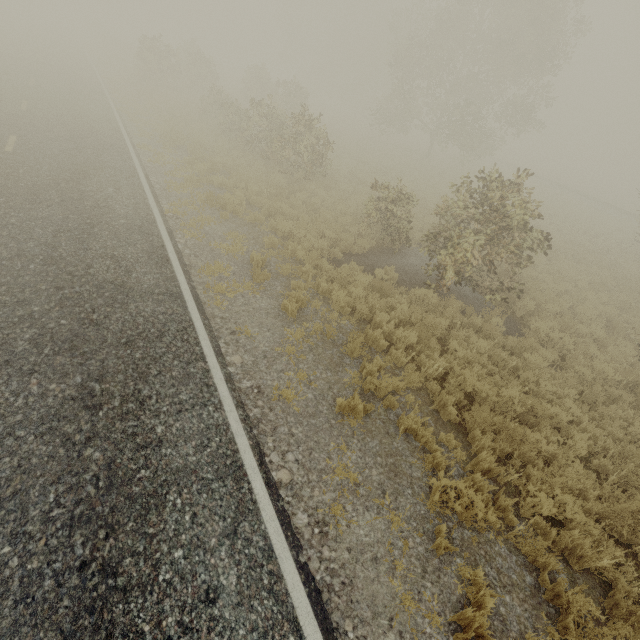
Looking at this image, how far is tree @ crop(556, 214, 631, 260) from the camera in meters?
18.1 m

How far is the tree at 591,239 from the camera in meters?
18.1 m

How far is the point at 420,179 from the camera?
21.66m
